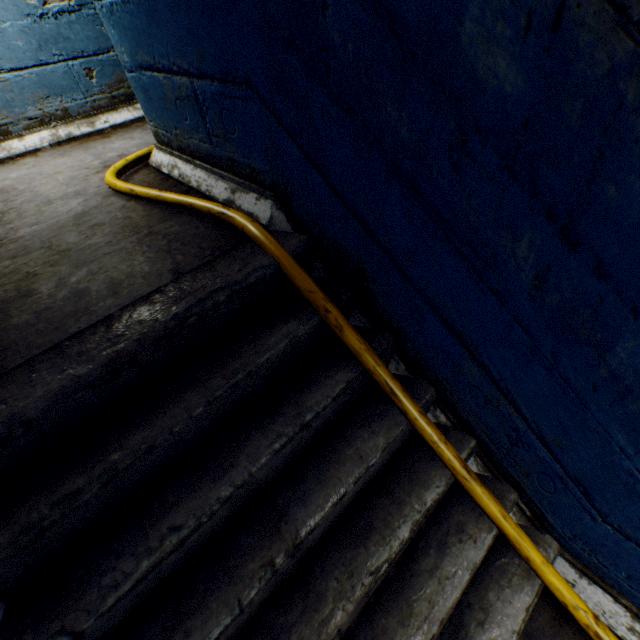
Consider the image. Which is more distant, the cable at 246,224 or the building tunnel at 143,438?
the cable at 246,224

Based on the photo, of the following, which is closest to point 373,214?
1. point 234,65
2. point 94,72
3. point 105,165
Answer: point 234,65

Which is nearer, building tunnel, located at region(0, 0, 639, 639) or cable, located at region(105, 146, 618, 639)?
building tunnel, located at region(0, 0, 639, 639)
